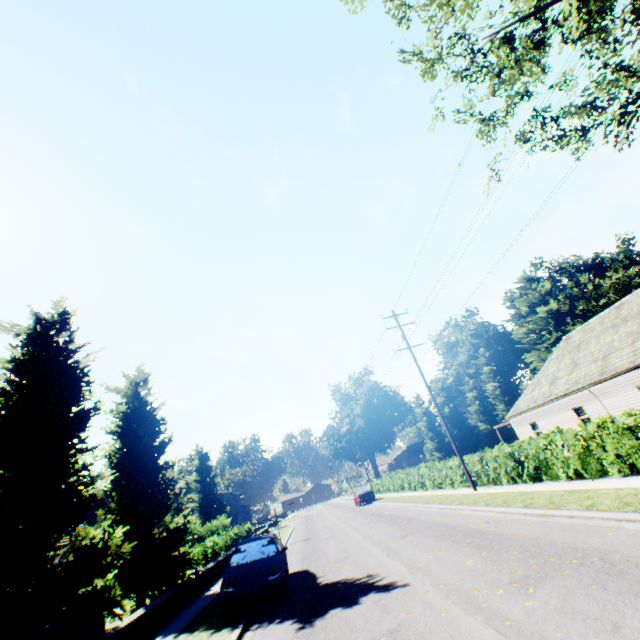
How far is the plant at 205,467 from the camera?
51.9m

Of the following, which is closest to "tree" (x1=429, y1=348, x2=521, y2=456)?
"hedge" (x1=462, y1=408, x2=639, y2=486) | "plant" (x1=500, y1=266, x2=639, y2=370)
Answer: "hedge" (x1=462, y1=408, x2=639, y2=486)

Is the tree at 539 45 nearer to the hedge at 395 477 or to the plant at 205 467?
the hedge at 395 477

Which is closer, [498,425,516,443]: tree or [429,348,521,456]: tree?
[498,425,516,443]: tree

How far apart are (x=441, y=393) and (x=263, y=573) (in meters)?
51.22

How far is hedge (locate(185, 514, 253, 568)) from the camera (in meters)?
18.25

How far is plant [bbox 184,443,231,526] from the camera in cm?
5194
